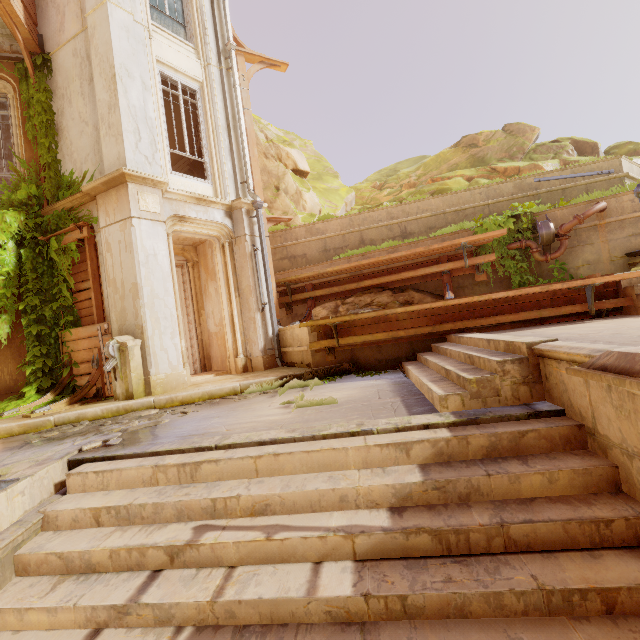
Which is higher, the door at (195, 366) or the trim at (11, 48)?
the trim at (11, 48)

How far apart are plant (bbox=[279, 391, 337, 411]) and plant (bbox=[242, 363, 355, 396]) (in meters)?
0.58

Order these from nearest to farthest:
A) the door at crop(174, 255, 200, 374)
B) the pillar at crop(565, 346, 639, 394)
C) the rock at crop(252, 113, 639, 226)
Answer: the pillar at crop(565, 346, 639, 394)
the door at crop(174, 255, 200, 374)
the rock at crop(252, 113, 639, 226)

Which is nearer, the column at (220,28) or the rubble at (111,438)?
the rubble at (111,438)

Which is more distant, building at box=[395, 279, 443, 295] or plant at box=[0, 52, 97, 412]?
building at box=[395, 279, 443, 295]

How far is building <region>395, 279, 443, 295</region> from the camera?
8.81m

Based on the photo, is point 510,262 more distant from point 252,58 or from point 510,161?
point 510,161

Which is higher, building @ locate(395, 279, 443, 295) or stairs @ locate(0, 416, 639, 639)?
building @ locate(395, 279, 443, 295)
